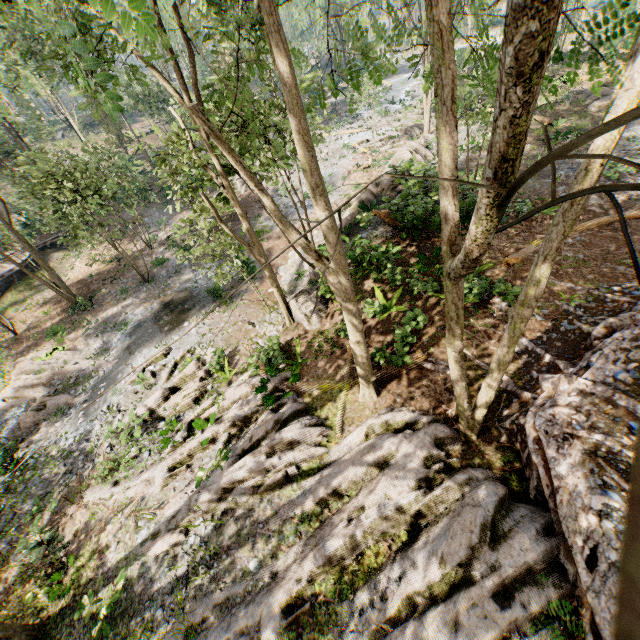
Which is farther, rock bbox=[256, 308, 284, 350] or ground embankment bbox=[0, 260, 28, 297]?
ground embankment bbox=[0, 260, 28, 297]

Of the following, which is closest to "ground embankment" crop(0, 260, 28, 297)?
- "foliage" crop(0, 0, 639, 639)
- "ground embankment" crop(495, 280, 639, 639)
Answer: "foliage" crop(0, 0, 639, 639)

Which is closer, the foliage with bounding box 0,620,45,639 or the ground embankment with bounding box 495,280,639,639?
the ground embankment with bounding box 495,280,639,639

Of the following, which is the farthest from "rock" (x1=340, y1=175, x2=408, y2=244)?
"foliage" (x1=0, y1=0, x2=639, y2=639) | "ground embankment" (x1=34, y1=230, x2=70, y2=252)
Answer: "ground embankment" (x1=34, y1=230, x2=70, y2=252)

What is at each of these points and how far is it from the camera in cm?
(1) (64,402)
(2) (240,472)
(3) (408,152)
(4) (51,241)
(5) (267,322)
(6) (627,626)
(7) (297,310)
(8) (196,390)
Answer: (1) foliage, 1688
(2) foliage, 955
(3) rock, 2161
(4) ground embankment, 3083
(5) rock, 1580
(6) foliage, 13
(7) rock, 1441
(8) foliage, 1402

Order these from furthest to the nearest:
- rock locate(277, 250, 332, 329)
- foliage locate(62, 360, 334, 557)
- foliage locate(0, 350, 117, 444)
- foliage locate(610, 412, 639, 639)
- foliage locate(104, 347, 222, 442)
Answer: foliage locate(0, 350, 117, 444), rock locate(277, 250, 332, 329), foliage locate(104, 347, 222, 442), foliage locate(62, 360, 334, 557), foliage locate(610, 412, 639, 639)

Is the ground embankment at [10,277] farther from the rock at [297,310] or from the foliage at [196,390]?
the rock at [297,310]

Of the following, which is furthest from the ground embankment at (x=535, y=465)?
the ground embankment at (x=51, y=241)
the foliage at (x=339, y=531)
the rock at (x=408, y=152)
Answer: the ground embankment at (x=51, y=241)
